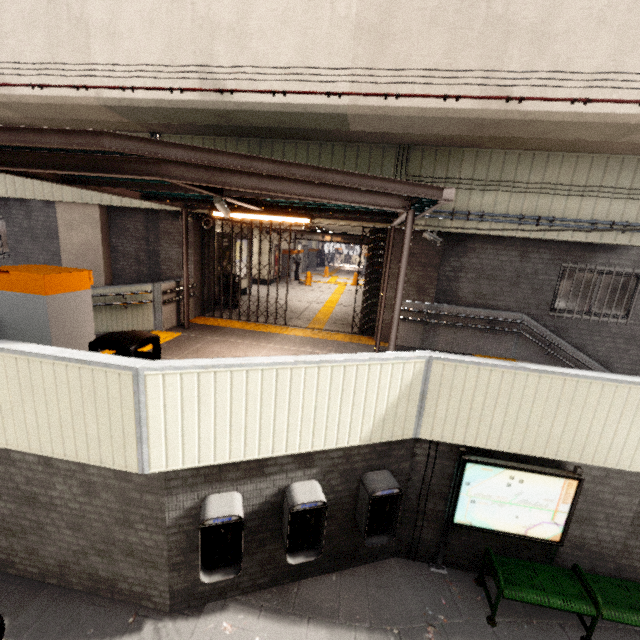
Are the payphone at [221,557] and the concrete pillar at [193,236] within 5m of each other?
no

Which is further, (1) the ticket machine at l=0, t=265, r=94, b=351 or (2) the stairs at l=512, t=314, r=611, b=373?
(2) the stairs at l=512, t=314, r=611, b=373

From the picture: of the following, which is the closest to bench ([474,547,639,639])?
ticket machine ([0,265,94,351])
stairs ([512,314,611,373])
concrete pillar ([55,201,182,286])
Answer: stairs ([512,314,611,373])

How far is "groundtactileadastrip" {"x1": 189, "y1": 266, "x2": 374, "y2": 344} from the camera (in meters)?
8.74

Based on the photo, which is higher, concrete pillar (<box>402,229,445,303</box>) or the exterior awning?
the exterior awning

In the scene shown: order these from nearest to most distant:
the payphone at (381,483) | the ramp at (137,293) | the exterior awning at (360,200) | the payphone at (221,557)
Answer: the exterior awning at (360,200) → the payphone at (221,557) → the payphone at (381,483) → the ramp at (137,293)

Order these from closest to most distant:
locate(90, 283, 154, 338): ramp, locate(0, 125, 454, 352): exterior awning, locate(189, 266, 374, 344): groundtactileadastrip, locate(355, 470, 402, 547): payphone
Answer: locate(0, 125, 454, 352): exterior awning
locate(355, 470, 402, 547): payphone
locate(90, 283, 154, 338): ramp
locate(189, 266, 374, 344): groundtactileadastrip

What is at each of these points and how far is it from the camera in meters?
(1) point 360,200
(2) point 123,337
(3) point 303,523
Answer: (1) exterior awning, 3.9
(2) trash can, 3.9
(3) payphone, 4.0
